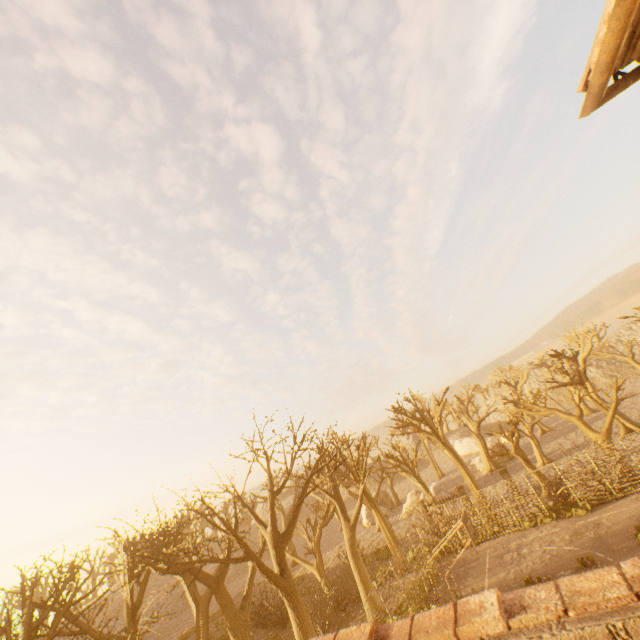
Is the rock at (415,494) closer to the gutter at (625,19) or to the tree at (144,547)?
the tree at (144,547)

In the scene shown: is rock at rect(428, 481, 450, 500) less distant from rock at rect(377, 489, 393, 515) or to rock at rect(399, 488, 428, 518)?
rock at rect(399, 488, 428, 518)

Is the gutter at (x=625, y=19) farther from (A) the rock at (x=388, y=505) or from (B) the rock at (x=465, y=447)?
(B) the rock at (x=465, y=447)

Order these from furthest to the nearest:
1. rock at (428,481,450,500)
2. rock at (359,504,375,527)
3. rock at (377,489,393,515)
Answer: rock at (377,489,393,515) < rock at (359,504,375,527) < rock at (428,481,450,500)

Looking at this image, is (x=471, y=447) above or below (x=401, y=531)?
above

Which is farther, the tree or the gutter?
the tree

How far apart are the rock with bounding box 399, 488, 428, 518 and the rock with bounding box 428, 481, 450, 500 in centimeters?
44cm

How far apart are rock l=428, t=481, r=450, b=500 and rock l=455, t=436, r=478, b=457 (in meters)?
22.57
